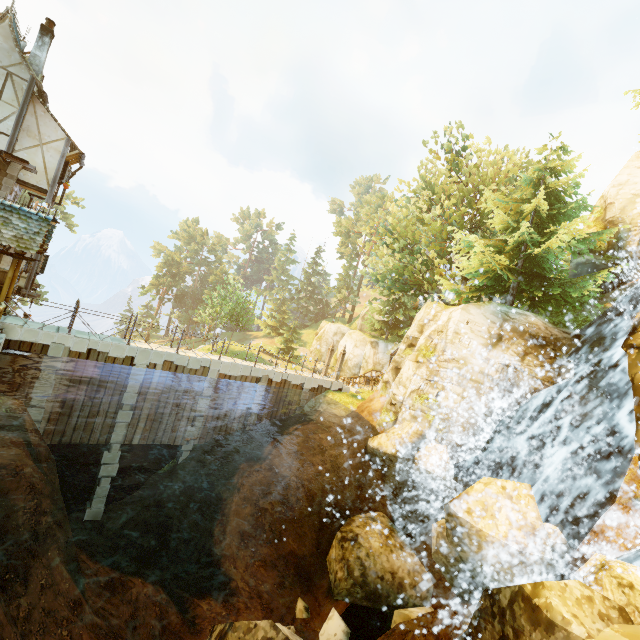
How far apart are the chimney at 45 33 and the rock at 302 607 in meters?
27.0

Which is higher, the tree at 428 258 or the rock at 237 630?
the tree at 428 258

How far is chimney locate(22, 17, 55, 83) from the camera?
16.7m

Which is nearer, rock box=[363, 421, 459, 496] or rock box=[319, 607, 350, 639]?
rock box=[319, 607, 350, 639]

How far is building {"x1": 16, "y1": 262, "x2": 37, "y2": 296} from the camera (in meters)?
17.36

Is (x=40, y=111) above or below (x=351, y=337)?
above

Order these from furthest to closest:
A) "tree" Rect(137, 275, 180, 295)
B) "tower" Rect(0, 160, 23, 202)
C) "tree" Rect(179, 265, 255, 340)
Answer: "tree" Rect(137, 275, 180, 295)
"tree" Rect(179, 265, 255, 340)
"tower" Rect(0, 160, 23, 202)

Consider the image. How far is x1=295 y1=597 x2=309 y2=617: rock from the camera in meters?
11.1
